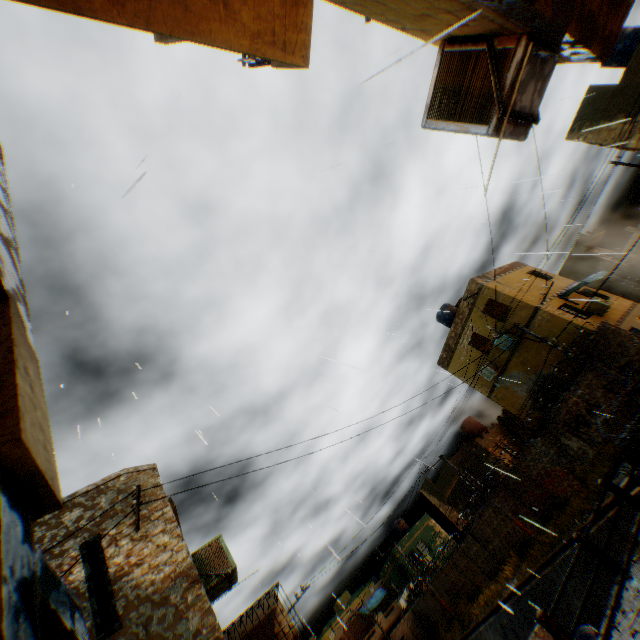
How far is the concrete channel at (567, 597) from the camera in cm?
1402

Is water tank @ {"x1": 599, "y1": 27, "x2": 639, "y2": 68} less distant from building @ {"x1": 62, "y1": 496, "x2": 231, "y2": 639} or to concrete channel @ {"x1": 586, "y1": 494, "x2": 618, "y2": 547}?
building @ {"x1": 62, "y1": 496, "x2": 231, "y2": 639}

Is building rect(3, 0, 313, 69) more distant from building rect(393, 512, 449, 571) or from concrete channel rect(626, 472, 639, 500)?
building rect(393, 512, 449, 571)

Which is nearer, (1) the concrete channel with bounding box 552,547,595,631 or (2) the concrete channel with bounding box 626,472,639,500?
(2) the concrete channel with bounding box 626,472,639,500

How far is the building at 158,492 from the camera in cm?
731

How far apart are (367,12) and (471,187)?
6.9m

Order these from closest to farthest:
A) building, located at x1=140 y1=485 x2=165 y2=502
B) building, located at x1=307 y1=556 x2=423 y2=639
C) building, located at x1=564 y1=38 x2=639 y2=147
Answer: building, located at x1=140 y1=485 x2=165 y2=502 < building, located at x1=564 y1=38 x2=639 y2=147 < building, located at x1=307 y1=556 x2=423 y2=639

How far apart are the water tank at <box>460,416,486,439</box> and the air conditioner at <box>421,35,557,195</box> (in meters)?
31.36
